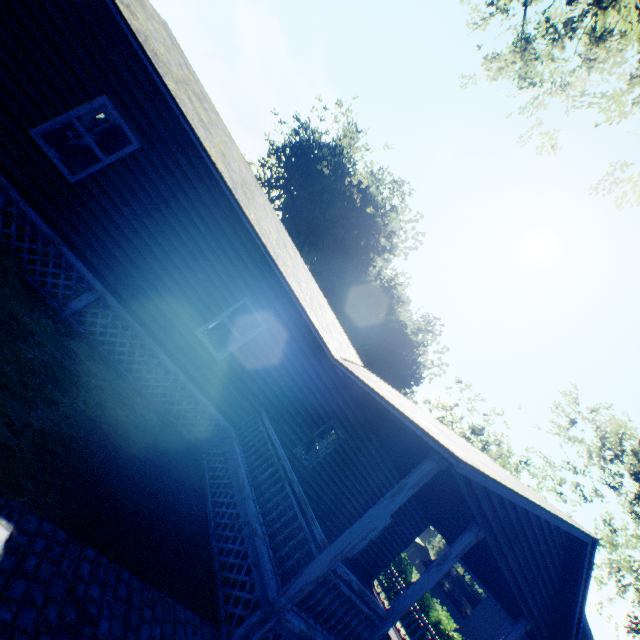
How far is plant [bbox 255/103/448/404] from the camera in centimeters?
3369cm

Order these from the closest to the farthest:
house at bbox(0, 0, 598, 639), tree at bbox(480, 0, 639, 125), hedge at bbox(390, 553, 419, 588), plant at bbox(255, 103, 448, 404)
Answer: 1. house at bbox(0, 0, 598, 639)
2. tree at bbox(480, 0, 639, 125)
3. hedge at bbox(390, 553, 419, 588)
4. plant at bbox(255, 103, 448, 404)

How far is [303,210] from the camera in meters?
32.7 m

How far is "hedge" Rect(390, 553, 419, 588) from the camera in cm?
2275

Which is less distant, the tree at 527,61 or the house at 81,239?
the house at 81,239

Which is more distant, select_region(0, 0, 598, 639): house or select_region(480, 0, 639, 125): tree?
select_region(480, 0, 639, 125): tree

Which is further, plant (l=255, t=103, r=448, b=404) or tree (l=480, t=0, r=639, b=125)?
plant (l=255, t=103, r=448, b=404)

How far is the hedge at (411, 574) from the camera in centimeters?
2275cm
